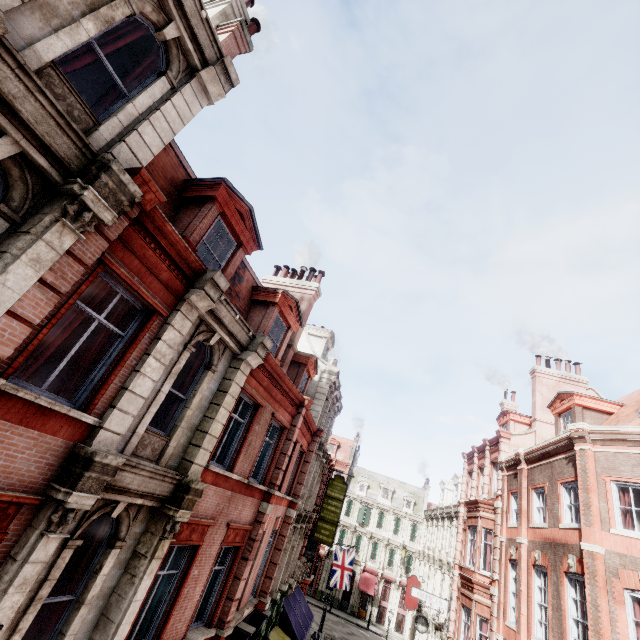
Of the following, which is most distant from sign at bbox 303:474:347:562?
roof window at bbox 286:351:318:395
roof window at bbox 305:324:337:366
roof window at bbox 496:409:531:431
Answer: roof window at bbox 496:409:531:431

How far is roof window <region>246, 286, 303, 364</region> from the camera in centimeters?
1195cm

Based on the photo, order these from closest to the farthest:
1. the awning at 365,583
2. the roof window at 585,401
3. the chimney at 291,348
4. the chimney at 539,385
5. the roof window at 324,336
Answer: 1. the chimney at 291,348
2. the roof window at 585,401
3. the chimney at 539,385
4. the roof window at 324,336
5. the awning at 365,583

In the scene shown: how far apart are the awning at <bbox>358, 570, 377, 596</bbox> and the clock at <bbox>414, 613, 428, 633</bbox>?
23.7 meters

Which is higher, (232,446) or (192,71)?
(192,71)

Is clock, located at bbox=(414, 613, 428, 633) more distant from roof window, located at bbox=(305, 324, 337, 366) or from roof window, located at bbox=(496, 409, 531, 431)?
roof window, located at bbox=(305, 324, 337, 366)

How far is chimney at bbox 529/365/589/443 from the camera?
19.86m

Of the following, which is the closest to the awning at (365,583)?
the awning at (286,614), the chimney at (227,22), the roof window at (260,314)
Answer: the awning at (286,614)
